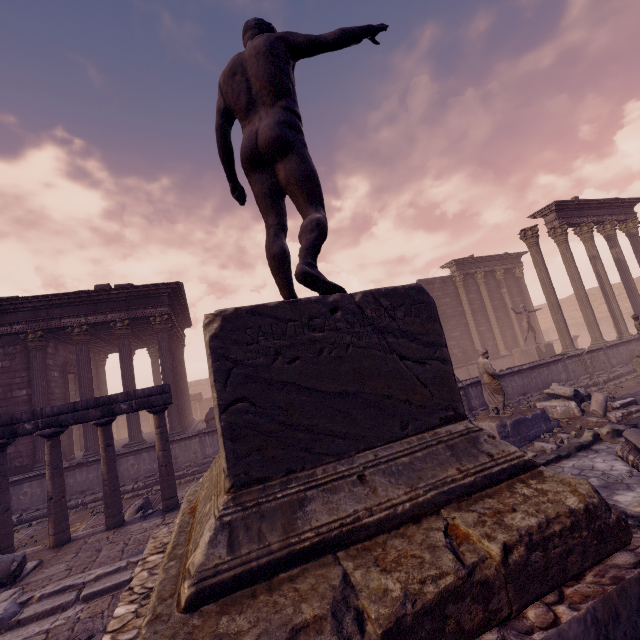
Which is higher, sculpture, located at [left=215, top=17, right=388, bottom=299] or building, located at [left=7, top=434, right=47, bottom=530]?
sculpture, located at [left=215, top=17, right=388, bottom=299]

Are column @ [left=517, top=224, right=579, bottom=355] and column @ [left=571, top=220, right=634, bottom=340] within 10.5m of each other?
yes

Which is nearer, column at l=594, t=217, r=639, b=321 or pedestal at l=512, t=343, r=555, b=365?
column at l=594, t=217, r=639, b=321

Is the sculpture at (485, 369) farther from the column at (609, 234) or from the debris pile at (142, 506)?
the column at (609, 234)

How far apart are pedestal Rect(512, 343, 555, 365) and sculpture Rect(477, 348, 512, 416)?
8.4 meters

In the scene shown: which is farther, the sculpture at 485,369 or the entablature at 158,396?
the sculpture at 485,369

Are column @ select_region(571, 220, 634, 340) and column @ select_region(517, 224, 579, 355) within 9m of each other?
yes

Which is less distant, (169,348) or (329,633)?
(329,633)
